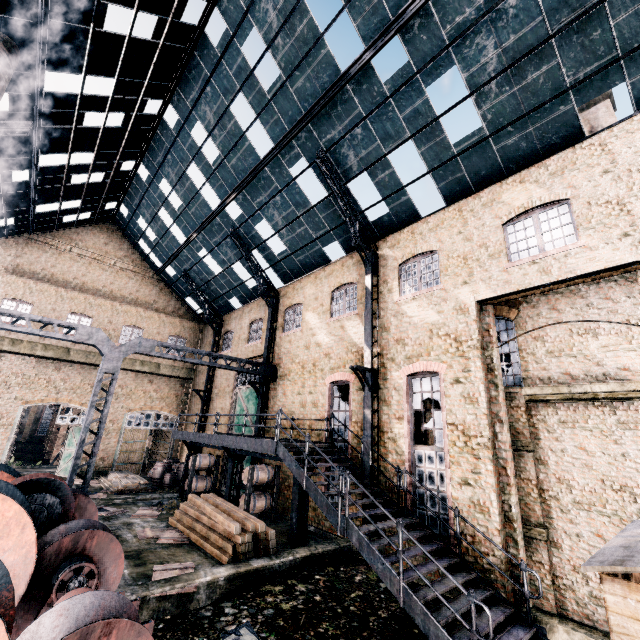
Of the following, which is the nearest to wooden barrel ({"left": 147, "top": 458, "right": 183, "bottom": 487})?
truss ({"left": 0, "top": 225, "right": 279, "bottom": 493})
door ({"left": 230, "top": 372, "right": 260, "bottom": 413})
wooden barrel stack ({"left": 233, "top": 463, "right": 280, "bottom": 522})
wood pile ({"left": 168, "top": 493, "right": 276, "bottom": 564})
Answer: door ({"left": 230, "top": 372, "right": 260, "bottom": 413})

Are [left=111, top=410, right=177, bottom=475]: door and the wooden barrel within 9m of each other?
yes

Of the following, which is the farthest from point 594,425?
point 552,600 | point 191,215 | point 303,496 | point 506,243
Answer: point 191,215

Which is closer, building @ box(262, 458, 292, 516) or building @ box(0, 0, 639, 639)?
building @ box(0, 0, 639, 639)

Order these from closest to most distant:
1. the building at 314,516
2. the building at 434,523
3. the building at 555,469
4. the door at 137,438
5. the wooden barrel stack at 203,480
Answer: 1. the building at 555,469
2. the building at 434,523
3. the building at 314,516
4. the wooden barrel stack at 203,480
5. the door at 137,438

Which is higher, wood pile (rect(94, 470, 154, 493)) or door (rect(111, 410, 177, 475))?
door (rect(111, 410, 177, 475))

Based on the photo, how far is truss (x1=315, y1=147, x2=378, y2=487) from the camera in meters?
12.8

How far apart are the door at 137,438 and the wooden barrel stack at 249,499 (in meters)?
15.30
